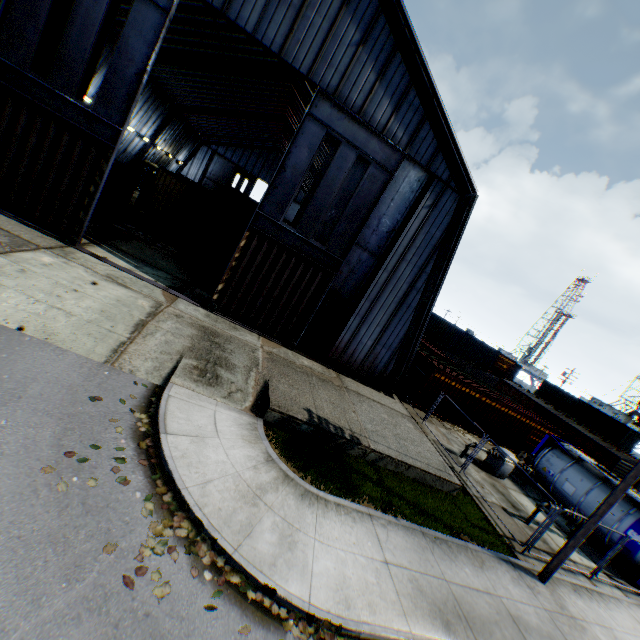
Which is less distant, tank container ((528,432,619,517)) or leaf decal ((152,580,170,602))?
leaf decal ((152,580,170,602))

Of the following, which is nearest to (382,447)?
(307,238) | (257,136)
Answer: (307,238)

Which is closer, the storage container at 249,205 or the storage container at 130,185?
the storage container at 130,185

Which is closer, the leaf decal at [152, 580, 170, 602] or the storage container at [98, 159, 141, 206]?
the leaf decal at [152, 580, 170, 602]

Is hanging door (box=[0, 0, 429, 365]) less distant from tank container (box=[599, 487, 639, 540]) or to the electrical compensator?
tank container (box=[599, 487, 639, 540])

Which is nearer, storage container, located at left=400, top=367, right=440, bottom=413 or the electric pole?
the electric pole

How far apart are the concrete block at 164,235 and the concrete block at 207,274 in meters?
4.9

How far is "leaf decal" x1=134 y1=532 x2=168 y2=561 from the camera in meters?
5.1 m
